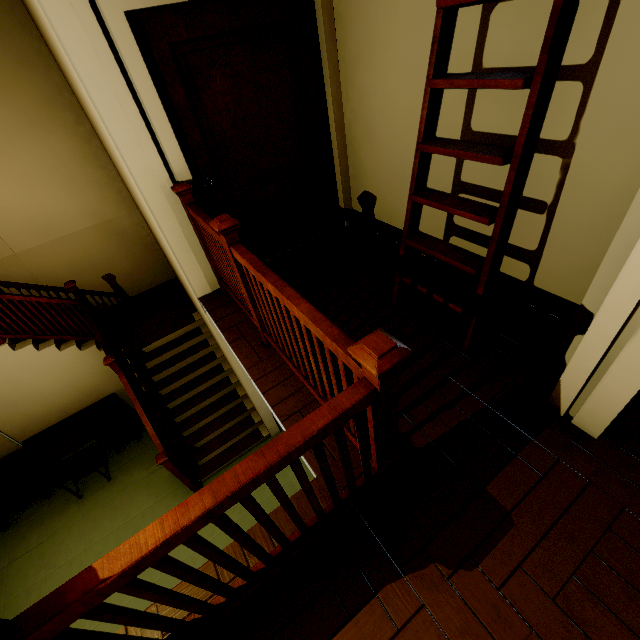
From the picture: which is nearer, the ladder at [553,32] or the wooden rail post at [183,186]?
the ladder at [553,32]

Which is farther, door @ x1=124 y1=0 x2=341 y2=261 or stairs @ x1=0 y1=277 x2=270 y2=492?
stairs @ x1=0 y1=277 x2=270 y2=492

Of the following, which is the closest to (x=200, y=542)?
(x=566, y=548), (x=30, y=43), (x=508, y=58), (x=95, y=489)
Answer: (x=566, y=548)

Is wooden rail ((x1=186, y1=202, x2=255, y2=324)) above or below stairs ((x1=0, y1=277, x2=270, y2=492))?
above

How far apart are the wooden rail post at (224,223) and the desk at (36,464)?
4.0 meters

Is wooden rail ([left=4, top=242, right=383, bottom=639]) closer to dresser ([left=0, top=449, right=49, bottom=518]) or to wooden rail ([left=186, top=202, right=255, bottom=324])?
wooden rail ([left=186, top=202, right=255, bottom=324])

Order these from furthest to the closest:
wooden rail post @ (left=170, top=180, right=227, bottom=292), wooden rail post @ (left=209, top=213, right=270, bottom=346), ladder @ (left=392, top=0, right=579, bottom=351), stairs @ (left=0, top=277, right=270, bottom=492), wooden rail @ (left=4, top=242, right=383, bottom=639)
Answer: stairs @ (left=0, top=277, right=270, bottom=492) < wooden rail post @ (left=170, top=180, right=227, bottom=292) < wooden rail post @ (left=209, top=213, right=270, bottom=346) < ladder @ (left=392, top=0, right=579, bottom=351) < wooden rail @ (left=4, top=242, right=383, bottom=639)

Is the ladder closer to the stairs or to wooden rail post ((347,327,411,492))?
wooden rail post ((347,327,411,492))
